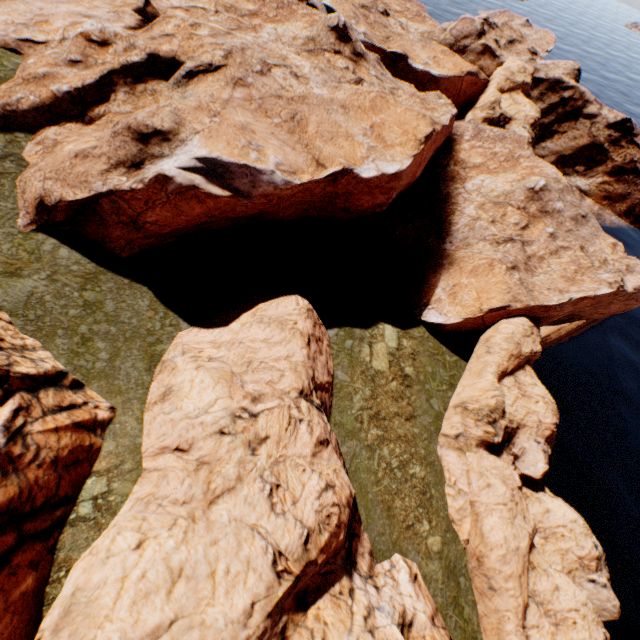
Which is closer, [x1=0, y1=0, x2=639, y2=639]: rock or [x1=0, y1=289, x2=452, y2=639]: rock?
[x1=0, y1=289, x2=452, y2=639]: rock

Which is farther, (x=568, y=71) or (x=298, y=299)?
(x=568, y=71)

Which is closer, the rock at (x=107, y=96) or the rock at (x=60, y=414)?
the rock at (x=60, y=414)
